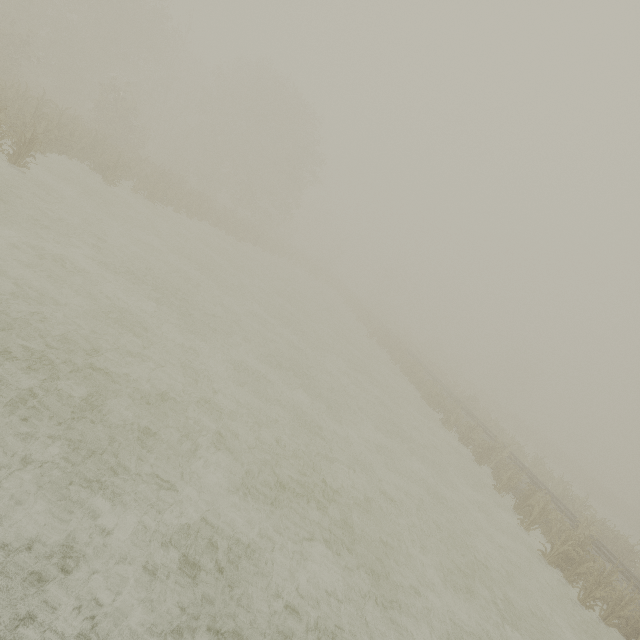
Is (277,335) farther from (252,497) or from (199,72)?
(199,72)
